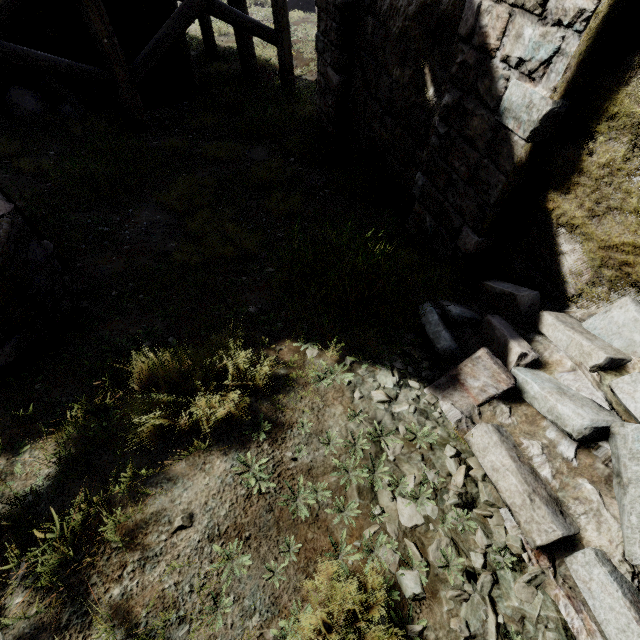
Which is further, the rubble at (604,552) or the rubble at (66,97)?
the rubble at (66,97)

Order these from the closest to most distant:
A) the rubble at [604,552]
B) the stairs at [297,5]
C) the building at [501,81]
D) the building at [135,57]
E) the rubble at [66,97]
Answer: the rubble at [604,552] → the building at [501,81] → the building at [135,57] → the rubble at [66,97] → the stairs at [297,5]

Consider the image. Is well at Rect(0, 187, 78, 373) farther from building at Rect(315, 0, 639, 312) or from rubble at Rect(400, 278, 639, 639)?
building at Rect(315, 0, 639, 312)

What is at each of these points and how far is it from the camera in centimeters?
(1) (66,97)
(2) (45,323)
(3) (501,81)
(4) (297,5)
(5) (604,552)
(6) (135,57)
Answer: (1) rubble, 780cm
(2) well, 289cm
(3) building, 276cm
(4) stairs, 1661cm
(5) rubble, 174cm
(6) building, 877cm

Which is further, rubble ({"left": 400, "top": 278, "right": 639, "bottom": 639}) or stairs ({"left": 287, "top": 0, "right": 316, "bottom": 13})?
stairs ({"left": 287, "top": 0, "right": 316, "bottom": 13})

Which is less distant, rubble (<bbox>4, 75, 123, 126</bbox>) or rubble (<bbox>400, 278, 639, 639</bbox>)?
rubble (<bbox>400, 278, 639, 639</bbox>)

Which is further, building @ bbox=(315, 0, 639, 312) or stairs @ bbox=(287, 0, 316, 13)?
stairs @ bbox=(287, 0, 316, 13)

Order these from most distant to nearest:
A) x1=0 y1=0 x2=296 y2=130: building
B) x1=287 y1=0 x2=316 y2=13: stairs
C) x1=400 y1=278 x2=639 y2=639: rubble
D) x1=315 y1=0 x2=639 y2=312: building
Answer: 1. x1=287 y1=0 x2=316 y2=13: stairs
2. x1=0 y1=0 x2=296 y2=130: building
3. x1=315 y1=0 x2=639 y2=312: building
4. x1=400 y1=278 x2=639 y2=639: rubble
